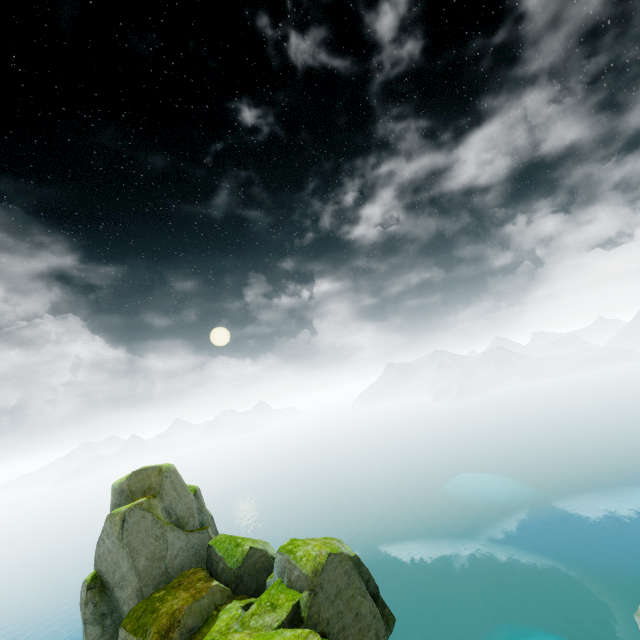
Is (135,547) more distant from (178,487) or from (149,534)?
(178,487)
